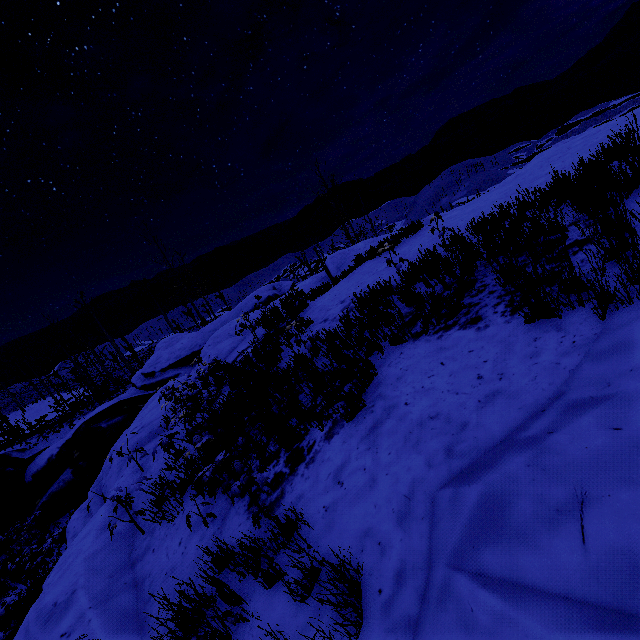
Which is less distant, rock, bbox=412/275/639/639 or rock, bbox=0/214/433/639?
rock, bbox=412/275/639/639

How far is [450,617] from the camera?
1.7 meters

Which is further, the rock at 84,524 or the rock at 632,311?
the rock at 84,524
